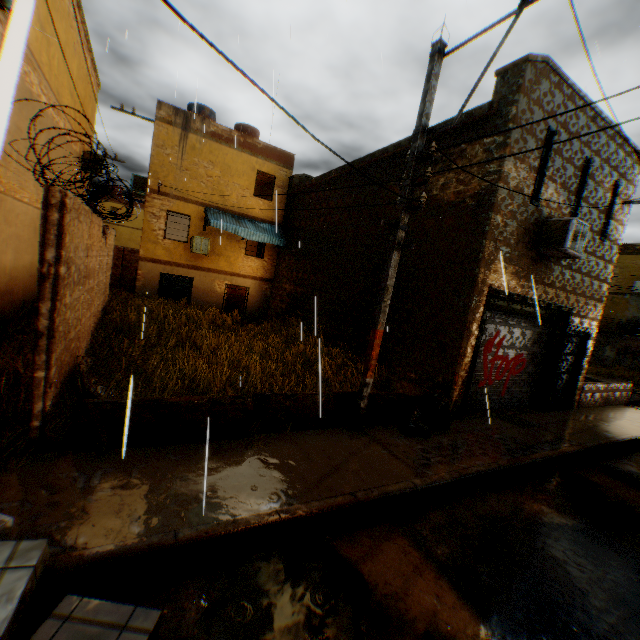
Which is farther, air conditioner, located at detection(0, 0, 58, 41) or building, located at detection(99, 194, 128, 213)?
building, located at detection(99, 194, 128, 213)

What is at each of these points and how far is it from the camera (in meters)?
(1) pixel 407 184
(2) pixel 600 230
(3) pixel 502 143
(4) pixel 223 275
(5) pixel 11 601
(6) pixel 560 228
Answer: (1) electric pole, 5.71
(2) building, 9.90
(3) building, 7.27
(4) building, 17.31
(5) cardboard box, 2.24
(6) air conditioner, 7.94

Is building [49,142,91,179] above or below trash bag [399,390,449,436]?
above

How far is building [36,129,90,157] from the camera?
9.12m

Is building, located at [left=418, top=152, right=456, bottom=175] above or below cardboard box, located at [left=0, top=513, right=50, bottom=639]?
above

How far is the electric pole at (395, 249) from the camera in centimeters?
580cm

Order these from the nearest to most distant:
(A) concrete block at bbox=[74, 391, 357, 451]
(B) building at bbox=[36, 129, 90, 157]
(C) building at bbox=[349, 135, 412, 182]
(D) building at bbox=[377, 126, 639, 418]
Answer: (A) concrete block at bbox=[74, 391, 357, 451] → (D) building at bbox=[377, 126, 639, 418] → (B) building at bbox=[36, 129, 90, 157] → (C) building at bbox=[349, 135, 412, 182]

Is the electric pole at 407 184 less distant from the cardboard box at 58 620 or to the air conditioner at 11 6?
the air conditioner at 11 6
